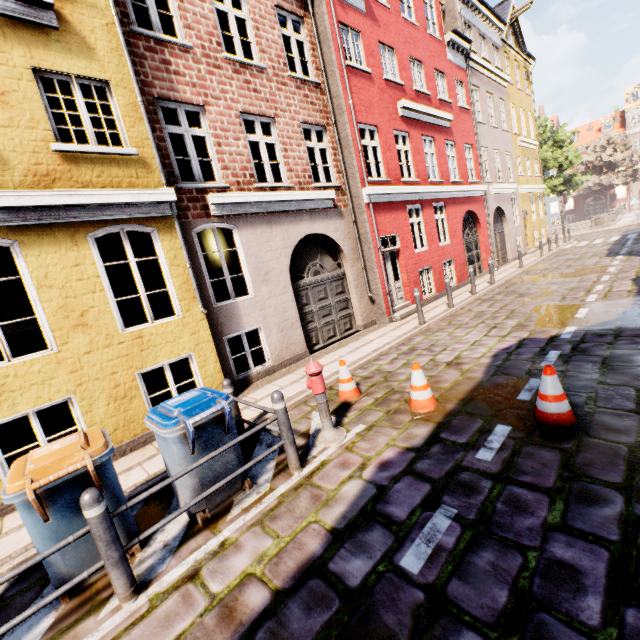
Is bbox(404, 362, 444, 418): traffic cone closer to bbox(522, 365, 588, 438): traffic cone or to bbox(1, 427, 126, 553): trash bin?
bbox(522, 365, 588, 438): traffic cone

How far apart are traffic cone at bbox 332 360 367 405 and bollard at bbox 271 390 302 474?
1.7m

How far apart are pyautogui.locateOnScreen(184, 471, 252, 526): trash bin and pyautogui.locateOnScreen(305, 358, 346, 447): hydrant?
1.1m

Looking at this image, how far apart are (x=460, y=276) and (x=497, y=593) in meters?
14.0 m

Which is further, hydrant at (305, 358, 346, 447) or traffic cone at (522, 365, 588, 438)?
hydrant at (305, 358, 346, 447)

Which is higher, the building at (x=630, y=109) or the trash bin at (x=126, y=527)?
the building at (x=630, y=109)

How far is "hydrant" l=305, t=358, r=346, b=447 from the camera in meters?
4.6

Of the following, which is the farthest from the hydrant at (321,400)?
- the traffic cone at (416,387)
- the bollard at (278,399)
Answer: the traffic cone at (416,387)
